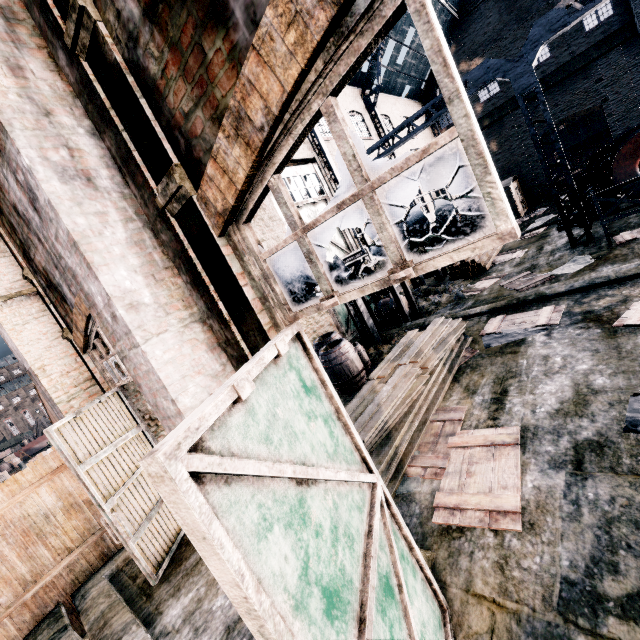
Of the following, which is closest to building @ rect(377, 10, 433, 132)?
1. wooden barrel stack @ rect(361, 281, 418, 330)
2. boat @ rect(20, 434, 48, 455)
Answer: wooden barrel stack @ rect(361, 281, 418, 330)

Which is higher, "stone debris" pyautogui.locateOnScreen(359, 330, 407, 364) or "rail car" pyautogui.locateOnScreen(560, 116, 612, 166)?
"rail car" pyautogui.locateOnScreen(560, 116, 612, 166)

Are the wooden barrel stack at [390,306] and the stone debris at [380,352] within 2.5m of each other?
yes

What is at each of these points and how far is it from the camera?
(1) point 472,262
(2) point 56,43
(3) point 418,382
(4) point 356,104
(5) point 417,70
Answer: (1) wood pile, 15.88m
(2) building, 2.99m
(3) wood pile, 7.61m
(4) building, 21.50m
(5) building, 27.95m

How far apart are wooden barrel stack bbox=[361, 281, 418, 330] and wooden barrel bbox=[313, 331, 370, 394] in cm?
382

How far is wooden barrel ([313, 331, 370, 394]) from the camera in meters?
9.6 m

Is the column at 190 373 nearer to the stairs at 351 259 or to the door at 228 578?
the door at 228 578

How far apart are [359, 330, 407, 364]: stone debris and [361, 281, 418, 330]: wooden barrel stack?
0.59m
